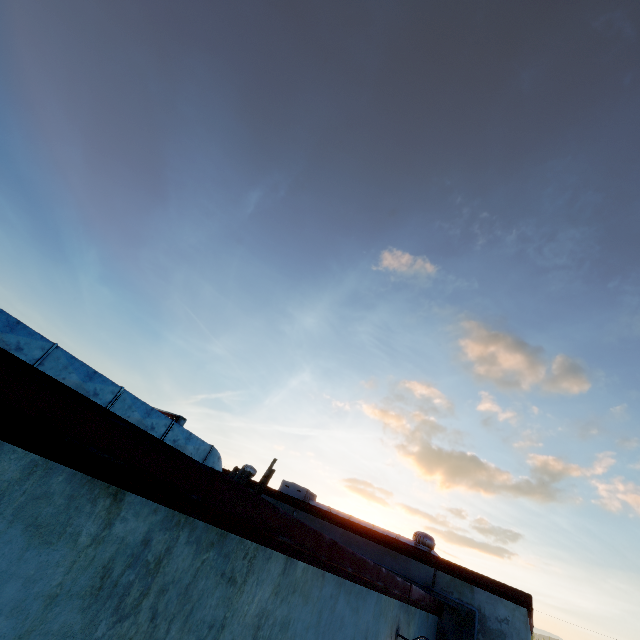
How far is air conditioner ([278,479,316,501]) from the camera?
13.8 meters

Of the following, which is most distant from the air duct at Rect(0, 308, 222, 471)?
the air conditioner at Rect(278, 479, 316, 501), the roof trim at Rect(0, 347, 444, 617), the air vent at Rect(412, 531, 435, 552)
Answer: the air conditioner at Rect(278, 479, 316, 501)

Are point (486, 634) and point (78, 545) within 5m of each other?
no

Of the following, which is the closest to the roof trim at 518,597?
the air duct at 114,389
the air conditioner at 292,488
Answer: the air duct at 114,389

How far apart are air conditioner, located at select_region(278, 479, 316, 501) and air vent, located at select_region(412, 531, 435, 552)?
5.8m

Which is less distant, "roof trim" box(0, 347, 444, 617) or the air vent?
"roof trim" box(0, 347, 444, 617)

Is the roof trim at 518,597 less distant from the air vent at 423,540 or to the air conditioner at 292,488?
the air vent at 423,540

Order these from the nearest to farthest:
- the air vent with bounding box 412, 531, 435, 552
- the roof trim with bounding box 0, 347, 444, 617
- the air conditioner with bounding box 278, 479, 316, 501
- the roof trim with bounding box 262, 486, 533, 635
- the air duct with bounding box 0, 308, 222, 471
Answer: the roof trim with bounding box 0, 347, 444, 617 → the air duct with bounding box 0, 308, 222, 471 → the roof trim with bounding box 262, 486, 533, 635 → the air vent with bounding box 412, 531, 435, 552 → the air conditioner with bounding box 278, 479, 316, 501
